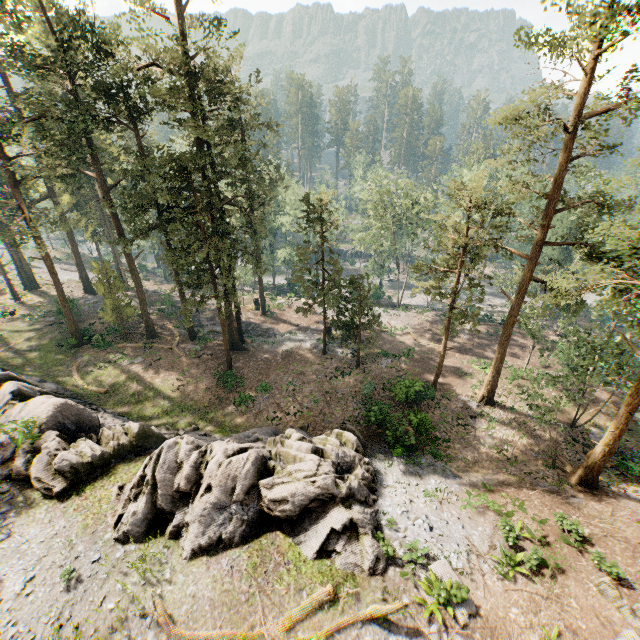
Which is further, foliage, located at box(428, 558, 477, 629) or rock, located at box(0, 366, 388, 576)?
rock, located at box(0, 366, 388, 576)

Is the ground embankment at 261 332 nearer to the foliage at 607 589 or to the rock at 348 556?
the foliage at 607 589

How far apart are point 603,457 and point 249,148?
32.1 meters

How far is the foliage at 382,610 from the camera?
11.5m

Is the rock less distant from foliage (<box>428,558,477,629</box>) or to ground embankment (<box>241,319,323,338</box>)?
foliage (<box>428,558,477,629</box>)

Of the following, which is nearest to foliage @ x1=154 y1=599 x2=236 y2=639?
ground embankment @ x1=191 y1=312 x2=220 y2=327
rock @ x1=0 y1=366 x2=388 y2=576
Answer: ground embankment @ x1=191 y1=312 x2=220 y2=327

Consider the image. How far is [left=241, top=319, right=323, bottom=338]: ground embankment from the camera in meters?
39.0

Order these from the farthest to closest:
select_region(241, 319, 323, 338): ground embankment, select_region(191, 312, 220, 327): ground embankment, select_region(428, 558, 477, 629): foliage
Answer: select_region(191, 312, 220, 327): ground embankment, select_region(241, 319, 323, 338): ground embankment, select_region(428, 558, 477, 629): foliage
